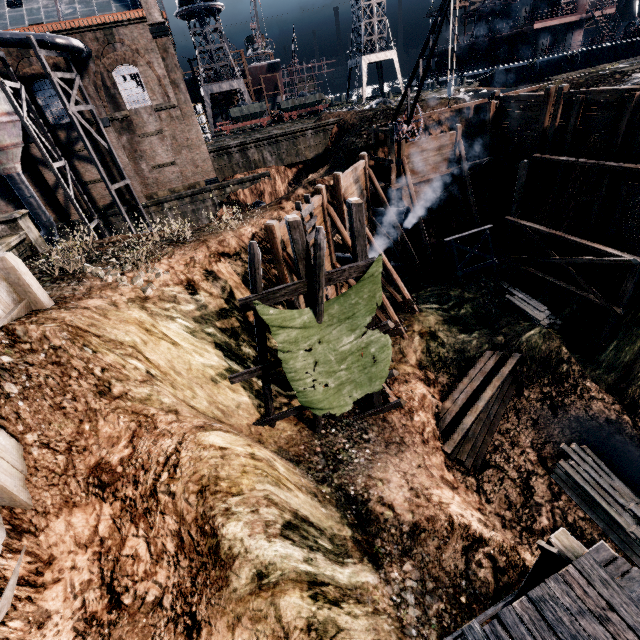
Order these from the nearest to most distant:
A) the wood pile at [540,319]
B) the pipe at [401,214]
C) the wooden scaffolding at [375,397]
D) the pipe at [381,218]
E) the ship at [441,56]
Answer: the wooden scaffolding at [375,397]
the wood pile at [540,319]
the pipe at [401,214]
the pipe at [381,218]
the ship at [441,56]

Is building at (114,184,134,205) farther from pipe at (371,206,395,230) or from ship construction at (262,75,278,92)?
ship construction at (262,75,278,92)

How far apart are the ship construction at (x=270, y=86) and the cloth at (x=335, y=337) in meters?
60.5

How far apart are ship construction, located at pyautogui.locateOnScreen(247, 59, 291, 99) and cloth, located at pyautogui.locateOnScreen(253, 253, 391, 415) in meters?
60.5 m

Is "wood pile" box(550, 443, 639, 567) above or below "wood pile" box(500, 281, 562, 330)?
below

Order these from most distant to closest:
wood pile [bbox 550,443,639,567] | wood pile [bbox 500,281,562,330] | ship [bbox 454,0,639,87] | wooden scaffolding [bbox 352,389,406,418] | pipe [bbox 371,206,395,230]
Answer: ship [bbox 454,0,639,87]
pipe [bbox 371,206,395,230]
wood pile [bbox 500,281,562,330]
wooden scaffolding [bbox 352,389,406,418]
wood pile [bbox 550,443,639,567]

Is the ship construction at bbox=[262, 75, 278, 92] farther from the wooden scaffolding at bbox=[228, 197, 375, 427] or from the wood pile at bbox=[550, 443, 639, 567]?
the wood pile at bbox=[550, 443, 639, 567]

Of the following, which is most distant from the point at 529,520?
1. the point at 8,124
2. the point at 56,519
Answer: the point at 8,124
